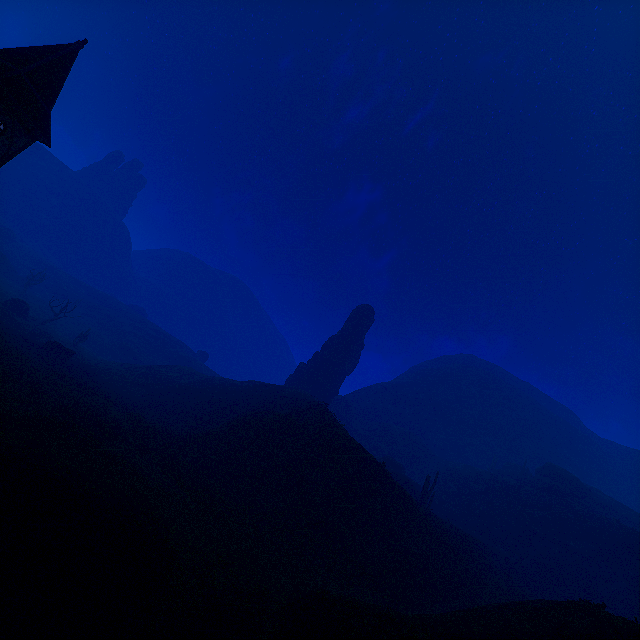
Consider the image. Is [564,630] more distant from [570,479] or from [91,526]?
[570,479]

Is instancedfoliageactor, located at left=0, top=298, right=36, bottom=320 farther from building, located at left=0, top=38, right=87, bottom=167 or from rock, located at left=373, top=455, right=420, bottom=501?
rock, located at left=373, top=455, right=420, bottom=501

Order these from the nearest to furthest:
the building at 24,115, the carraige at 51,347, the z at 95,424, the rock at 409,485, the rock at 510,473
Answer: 1. the z at 95,424
2. the building at 24,115
3. the carraige at 51,347
4. the rock at 409,485
5. the rock at 510,473

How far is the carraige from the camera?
40.6 meters

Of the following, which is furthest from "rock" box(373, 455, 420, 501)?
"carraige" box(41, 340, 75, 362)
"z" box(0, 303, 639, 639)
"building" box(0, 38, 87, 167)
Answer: "carraige" box(41, 340, 75, 362)

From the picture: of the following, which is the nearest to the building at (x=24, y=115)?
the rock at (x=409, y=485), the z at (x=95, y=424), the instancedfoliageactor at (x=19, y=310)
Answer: the z at (x=95, y=424)

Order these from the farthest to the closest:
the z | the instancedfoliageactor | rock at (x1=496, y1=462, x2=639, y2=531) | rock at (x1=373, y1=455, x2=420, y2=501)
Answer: the instancedfoliageactor < rock at (x1=496, y1=462, x2=639, y2=531) < rock at (x1=373, y1=455, x2=420, y2=501) < the z

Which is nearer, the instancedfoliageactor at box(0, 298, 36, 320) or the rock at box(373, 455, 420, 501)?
the rock at box(373, 455, 420, 501)
